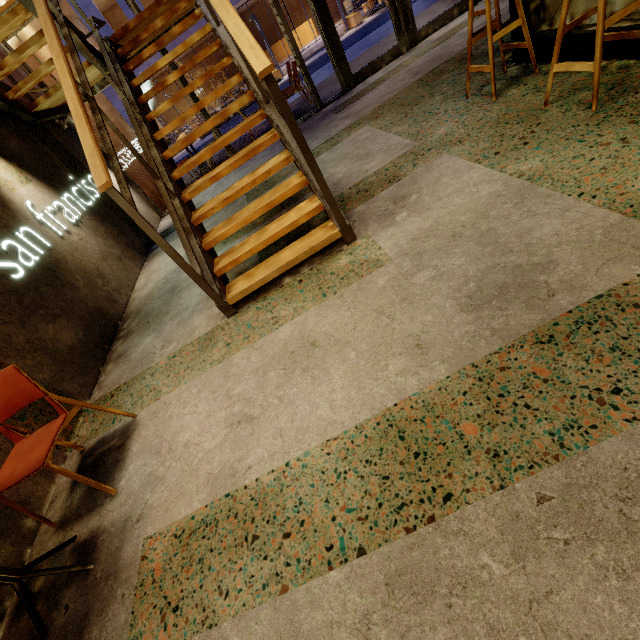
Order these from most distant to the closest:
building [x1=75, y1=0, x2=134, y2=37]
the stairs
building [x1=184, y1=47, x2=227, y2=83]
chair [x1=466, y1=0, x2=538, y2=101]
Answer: building [x1=184, y1=47, x2=227, y2=83] → building [x1=75, y1=0, x2=134, y2=37] → chair [x1=466, y1=0, x2=538, y2=101] → the stairs

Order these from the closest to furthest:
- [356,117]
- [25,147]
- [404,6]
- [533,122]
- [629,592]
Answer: [629,592]
[533,122]
[25,147]
[356,117]
[404,6]

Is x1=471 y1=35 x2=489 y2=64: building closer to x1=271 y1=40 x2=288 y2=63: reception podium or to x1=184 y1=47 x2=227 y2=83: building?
x1=184 y1=47 x2=227 y2=83: building

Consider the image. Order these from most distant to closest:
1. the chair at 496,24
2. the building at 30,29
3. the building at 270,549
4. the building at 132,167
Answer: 1. the building at 132,167
2. the building at 30,29
3. the chair at 496,24
4. the building at 270,549

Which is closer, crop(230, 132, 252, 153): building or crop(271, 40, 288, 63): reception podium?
crop(230, 132, 252, 153): building

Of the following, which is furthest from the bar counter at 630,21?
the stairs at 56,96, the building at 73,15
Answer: the building at 73,15

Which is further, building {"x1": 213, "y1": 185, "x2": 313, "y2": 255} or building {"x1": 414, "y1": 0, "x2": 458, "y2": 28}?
building {"x1": 414, "y1": 0, "x2": 458, "y2": 28}
